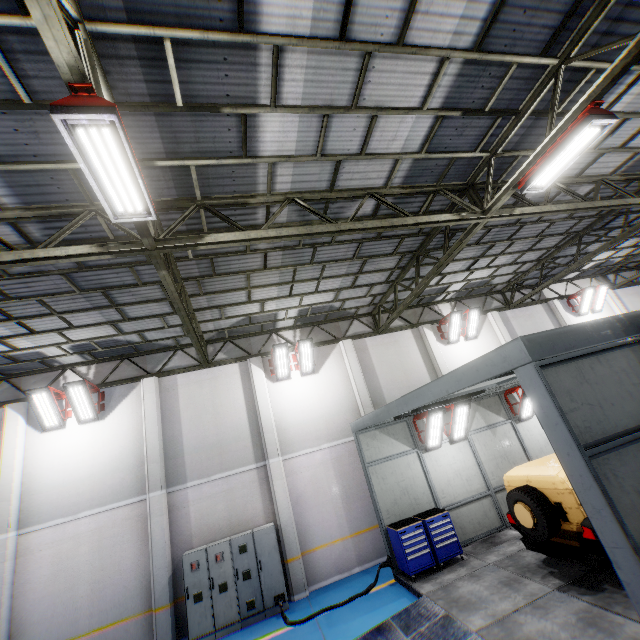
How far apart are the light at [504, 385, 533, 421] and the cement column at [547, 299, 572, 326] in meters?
6.6 m

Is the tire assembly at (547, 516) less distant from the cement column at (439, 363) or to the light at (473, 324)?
the cement column at (439, 363)

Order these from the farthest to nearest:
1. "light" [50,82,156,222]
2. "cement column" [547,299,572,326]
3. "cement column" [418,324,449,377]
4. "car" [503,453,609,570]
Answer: "cement column" [547,299,572,326] → "cement column" [418,324,449,377] → "car" [503,453,609,570] → "light" [50,82,156,222]

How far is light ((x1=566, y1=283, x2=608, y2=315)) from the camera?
16.86m

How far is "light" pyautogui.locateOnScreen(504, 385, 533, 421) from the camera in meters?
11.5 m

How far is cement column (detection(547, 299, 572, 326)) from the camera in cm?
1673

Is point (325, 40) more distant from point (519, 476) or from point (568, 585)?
point (568, 585)

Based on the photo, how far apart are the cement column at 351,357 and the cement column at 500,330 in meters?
7.4 m
